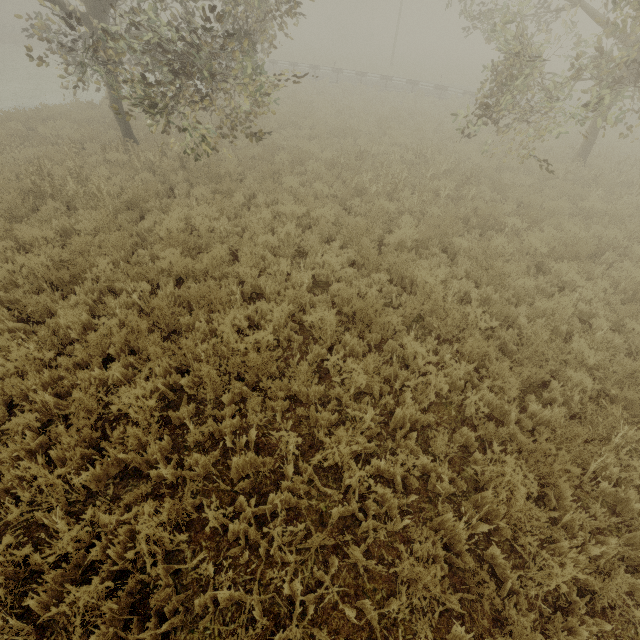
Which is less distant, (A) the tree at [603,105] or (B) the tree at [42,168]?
(A) the tree at [603,105]

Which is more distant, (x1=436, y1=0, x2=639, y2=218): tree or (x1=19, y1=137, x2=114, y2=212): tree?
(x1=19, y1=137, x2=114, y2=212): tree

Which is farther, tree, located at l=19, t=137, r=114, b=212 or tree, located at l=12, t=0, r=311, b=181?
tree, located at l=19, t=137, r=114, b=212

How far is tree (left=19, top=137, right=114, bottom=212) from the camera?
7.8m

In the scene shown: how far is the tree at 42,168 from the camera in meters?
7.8 m

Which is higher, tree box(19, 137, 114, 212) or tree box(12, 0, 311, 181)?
tree box(12, 0, 311, 181)

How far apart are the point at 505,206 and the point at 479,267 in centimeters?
273cm
